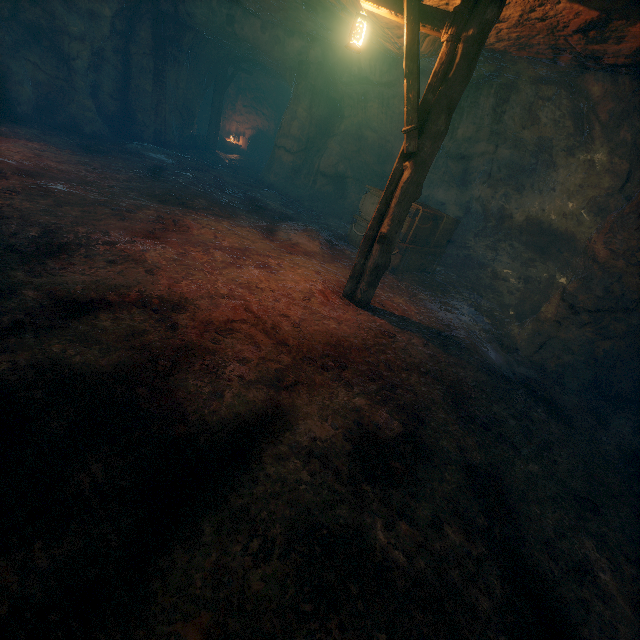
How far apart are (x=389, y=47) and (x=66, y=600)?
9.58m

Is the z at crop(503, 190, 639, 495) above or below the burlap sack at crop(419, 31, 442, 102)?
below

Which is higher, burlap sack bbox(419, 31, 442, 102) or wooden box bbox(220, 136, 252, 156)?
burlap sack bbox(419, 31, 442, 102)

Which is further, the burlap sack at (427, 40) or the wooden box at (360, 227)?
the wooden box at (360, 227)

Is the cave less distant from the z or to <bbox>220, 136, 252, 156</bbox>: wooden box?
<bbox>220, 136, 252, 156</bbox>: wooden box

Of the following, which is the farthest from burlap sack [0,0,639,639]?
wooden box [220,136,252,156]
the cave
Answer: wooden box [220,136,252,156]

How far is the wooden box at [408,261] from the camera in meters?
8.1
